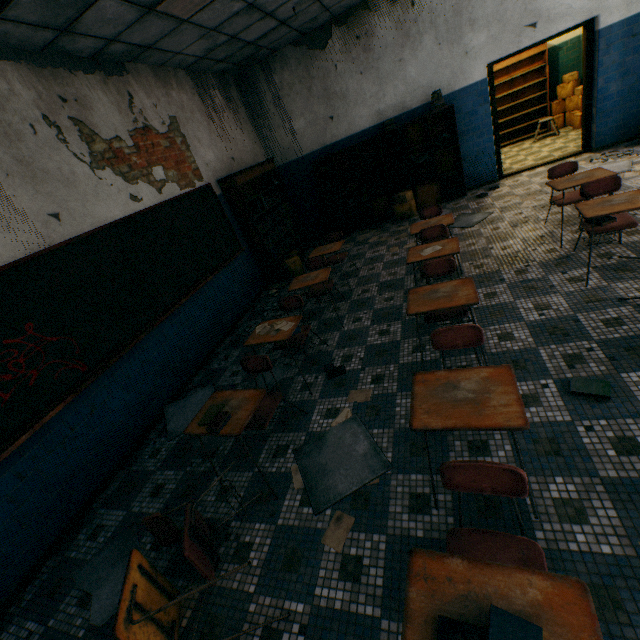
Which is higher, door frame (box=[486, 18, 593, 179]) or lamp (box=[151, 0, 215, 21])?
lamp (box=[151, 0, 215, 21])

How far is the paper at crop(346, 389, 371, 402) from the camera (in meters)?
3.01

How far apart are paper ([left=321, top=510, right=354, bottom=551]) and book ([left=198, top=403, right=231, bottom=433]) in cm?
101

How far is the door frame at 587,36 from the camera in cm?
571

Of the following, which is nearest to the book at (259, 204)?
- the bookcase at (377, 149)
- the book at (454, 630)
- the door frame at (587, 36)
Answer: the bookcase at (377, 149)

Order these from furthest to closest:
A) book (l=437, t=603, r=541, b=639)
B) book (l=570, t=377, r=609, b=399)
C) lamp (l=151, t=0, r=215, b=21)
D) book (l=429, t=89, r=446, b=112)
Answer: book (l=429, t=89, r=446, b=112) → lamp (l=151, t=0, r=215, b=21) → book (l=570, t=377, r=609, b=399) → book (l=437, t=603, r=541, b=639)

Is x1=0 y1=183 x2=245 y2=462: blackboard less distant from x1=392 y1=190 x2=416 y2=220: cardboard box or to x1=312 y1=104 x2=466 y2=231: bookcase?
x1=312 y1=104 x2=466 y2=231: bookcase

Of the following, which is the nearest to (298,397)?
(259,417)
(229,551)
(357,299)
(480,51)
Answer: (259,417)
